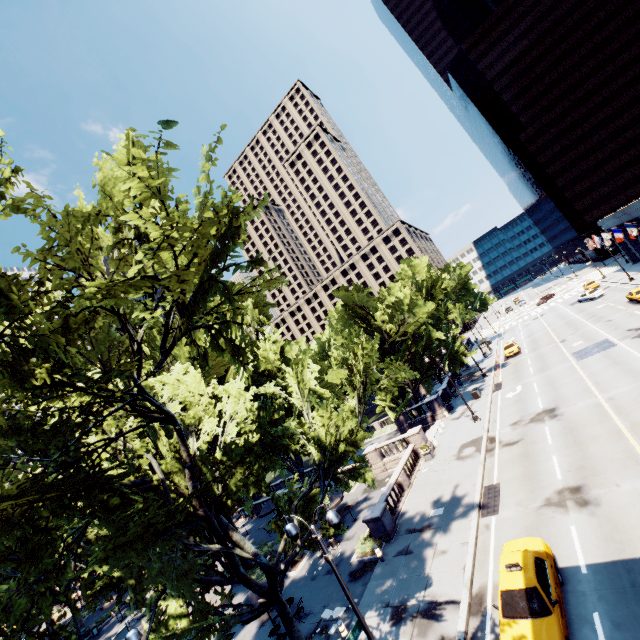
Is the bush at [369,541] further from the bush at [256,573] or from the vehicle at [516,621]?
the vehicle at [516,621]

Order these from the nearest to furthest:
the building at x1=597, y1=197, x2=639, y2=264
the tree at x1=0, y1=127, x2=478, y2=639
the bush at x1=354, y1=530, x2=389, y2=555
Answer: the tree at x1=0, y1=127, x2=478, y2=639 < the bush at x1=354, y1=530, x2=389, y2=555 < the building at x1=597, y1=197, x2=639, y2=264

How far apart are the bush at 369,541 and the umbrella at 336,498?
2.7 meters

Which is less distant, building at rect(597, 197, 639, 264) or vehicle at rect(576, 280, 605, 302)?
building at rect(597, 197, 639, 264)

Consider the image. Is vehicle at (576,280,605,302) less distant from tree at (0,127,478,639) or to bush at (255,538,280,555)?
tree at (0,127,478,639)

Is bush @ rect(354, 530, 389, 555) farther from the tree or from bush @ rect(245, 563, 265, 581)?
bush @ rect(245, 563, 265, 581)

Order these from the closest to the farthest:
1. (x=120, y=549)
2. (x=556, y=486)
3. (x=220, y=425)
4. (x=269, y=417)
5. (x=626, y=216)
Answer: (x=120, y=549), (x=269, y=417), (x=220, y=425), (x=556, y=486), (x=626, y=216)

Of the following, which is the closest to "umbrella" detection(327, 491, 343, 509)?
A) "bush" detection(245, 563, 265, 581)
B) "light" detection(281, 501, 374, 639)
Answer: "bush" detection(245, 563, 265, 581)
